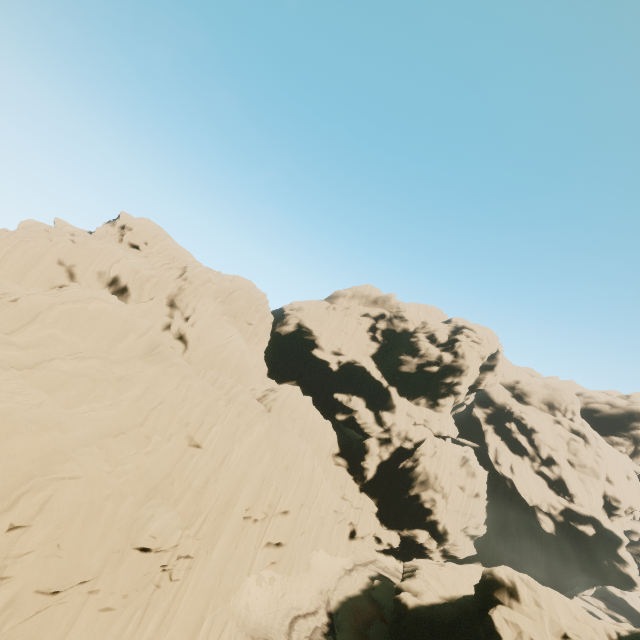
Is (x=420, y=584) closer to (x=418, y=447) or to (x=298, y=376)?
(x=418, y=447)
